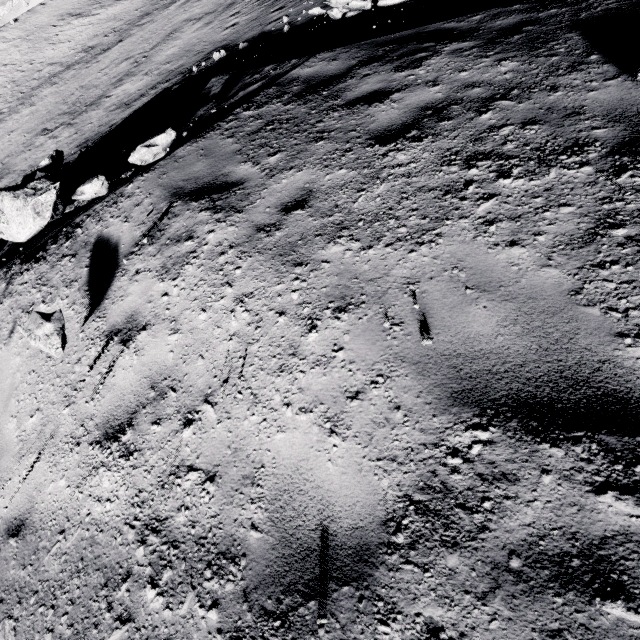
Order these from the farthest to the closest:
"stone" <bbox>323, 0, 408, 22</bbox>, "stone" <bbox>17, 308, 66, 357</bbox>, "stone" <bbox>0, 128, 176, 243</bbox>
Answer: "stone" <bbox>323, 0, 408, 22</bbox> < "stone" <bbox>0, 128, 176, 243</bbox> < "stone" <bbox>17, 308, 66, 357</bbox>

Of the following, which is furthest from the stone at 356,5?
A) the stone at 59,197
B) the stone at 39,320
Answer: the stone at 39,320

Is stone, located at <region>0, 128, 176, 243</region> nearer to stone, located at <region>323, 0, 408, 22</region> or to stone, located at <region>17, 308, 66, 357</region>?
stone, located at <region>17, 308, 66, 357</region>

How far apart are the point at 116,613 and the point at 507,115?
5.26m

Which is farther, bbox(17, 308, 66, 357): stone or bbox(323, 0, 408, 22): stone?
bbox(323, 0, 408, 22): stone

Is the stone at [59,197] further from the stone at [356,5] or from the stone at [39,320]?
the stone at [356,5]

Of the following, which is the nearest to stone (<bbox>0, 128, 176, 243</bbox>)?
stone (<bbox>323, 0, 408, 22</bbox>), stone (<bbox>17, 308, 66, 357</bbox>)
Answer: stone (<bbox>17, 308, 66, 357</bbox>)
